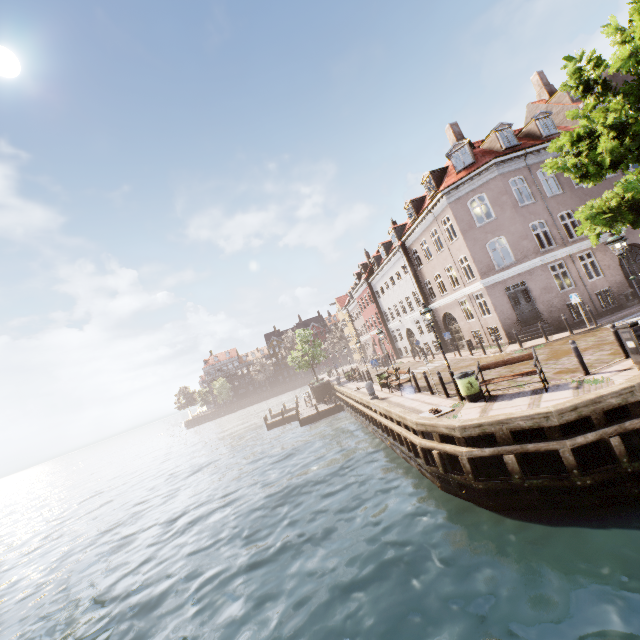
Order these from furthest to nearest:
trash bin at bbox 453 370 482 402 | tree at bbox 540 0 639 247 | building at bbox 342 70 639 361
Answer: building at bbox 342 70 639 361 → trash bin at bbox 453 370 482 402 → tree at bbox 540 0 639 247

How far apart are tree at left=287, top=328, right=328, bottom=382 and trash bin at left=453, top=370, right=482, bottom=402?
27.5m

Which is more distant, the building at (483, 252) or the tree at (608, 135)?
the building at (483, 252)

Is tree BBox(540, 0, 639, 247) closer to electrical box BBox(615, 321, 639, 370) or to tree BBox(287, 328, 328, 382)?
electrical box BBox(615, 321, 639, 370)

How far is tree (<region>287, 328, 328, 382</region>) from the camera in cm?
3822

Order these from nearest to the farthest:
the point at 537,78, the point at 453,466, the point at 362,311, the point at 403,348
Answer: the point at 453,466 < the point at 537,78 < the point at 403,348 < the point at 362,311

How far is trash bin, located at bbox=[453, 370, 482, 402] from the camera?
11.1m

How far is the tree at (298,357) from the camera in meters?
38.2
